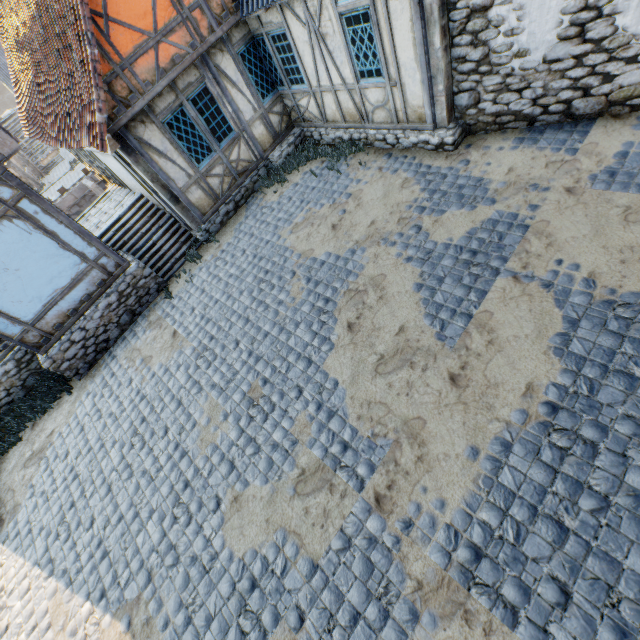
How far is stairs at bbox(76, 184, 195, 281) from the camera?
9.22m

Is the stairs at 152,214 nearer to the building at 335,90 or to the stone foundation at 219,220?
the building at 335,90

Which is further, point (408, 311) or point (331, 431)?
point (408, 311)

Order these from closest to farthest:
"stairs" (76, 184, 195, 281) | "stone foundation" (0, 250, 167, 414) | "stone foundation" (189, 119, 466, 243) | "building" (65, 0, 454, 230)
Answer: "building" (65, 0, 454, 230) → "stone foundation" (189, 119, 466, 243) → "stone foundation" (0, 250, 167, 414) → "stairs" (76, 184, 195, 281)

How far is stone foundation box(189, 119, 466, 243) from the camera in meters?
7.2 m

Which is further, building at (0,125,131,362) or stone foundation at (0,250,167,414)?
stone foundation at (0,250,167,414)

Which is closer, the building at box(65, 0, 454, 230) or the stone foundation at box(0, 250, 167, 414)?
the building at box(65, 0, 454, 230)

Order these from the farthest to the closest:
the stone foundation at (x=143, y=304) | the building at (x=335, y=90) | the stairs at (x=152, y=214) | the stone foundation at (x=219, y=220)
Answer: the stairs at (x=152, y=214)
the stone foundation at (x=143, y=304)
the stone foundation at (x=219, y=220)
the building at (x=335, y=90)
